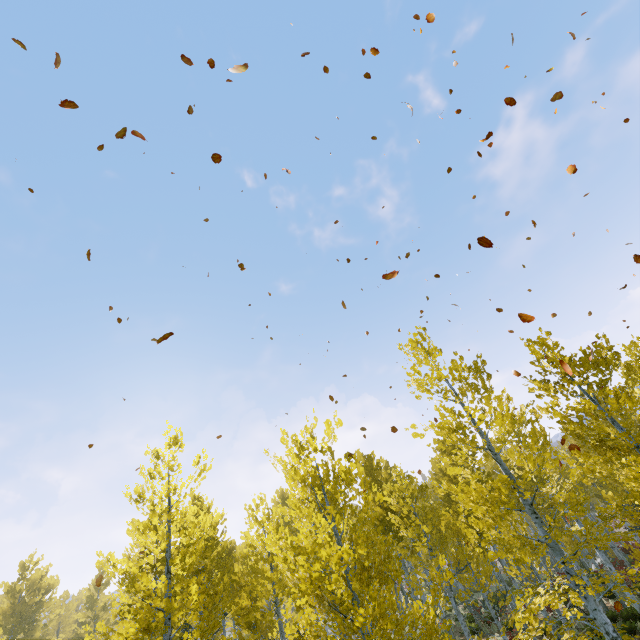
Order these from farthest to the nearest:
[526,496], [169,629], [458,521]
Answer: [458,521] < [169,629] < [526,496]
